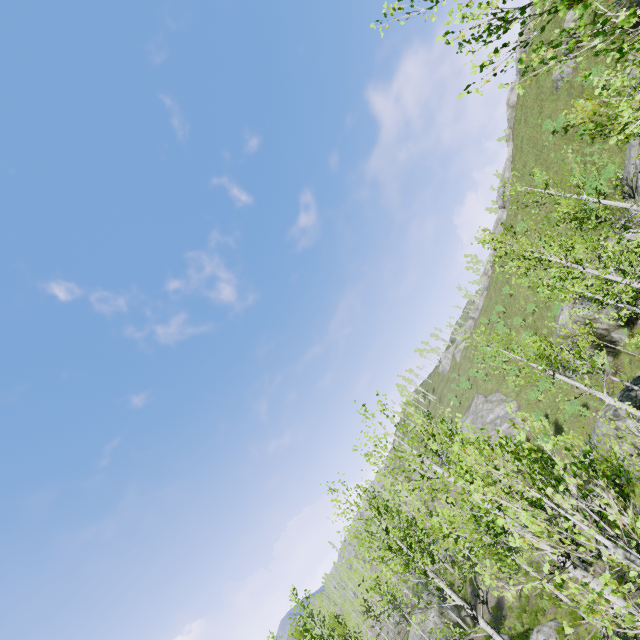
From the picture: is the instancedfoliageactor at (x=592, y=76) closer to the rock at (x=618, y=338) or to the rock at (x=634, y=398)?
the rock at (x=634, y=398)

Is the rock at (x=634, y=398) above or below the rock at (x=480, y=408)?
below

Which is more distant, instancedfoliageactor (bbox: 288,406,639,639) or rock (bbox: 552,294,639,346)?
rock (bbox: 552,294,639,346)

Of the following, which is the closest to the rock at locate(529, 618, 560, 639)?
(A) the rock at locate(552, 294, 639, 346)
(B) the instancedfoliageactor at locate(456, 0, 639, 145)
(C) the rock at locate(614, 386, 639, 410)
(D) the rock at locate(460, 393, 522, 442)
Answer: (B) the instancedfoliageactor at locate(456, 0, 639, 145)

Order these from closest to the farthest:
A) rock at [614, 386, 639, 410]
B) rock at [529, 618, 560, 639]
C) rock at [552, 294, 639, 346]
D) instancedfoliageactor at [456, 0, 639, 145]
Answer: instancedfoliageactor at [456, 0, 639, 145], rock at [614, 386, 639, 410], rock at [529, 618, 560, 639], rock at [552, 294, 639, 346]

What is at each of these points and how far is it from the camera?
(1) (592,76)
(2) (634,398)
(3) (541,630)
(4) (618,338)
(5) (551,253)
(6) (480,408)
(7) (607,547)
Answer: (1) instancedfoliageactor, 25.0 meters
(2) rock, 16.5 meters
(3) rock, 17.8 meters
(4) rock, 22.9 meters
(5) instancedfoliageactor, 7.4 meters
(6) rock, 47.2 meters
(7) instancedfoliageactor, 5.8 meters

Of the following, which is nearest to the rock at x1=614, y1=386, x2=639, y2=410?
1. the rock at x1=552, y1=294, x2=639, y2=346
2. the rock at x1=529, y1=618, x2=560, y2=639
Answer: the rock at x1=552, y1=294, x2=639, y2=346

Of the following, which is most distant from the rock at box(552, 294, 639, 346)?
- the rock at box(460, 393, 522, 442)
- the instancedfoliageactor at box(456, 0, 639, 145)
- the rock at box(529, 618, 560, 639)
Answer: the rock at box(529, 618, 560, 639)
